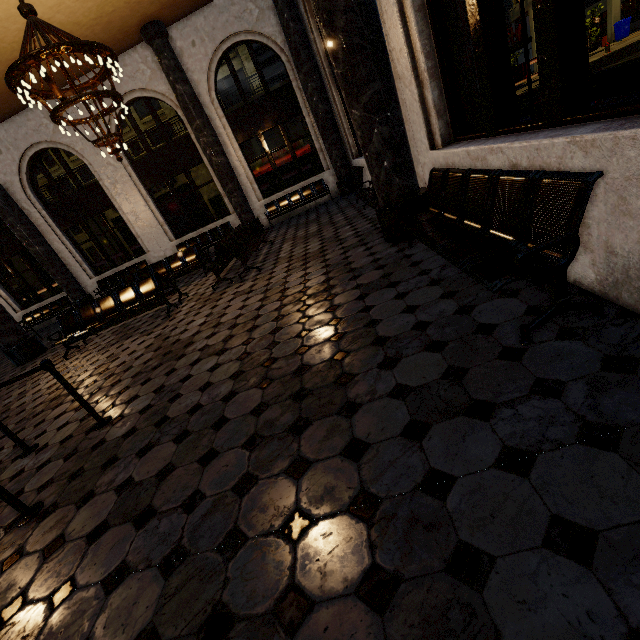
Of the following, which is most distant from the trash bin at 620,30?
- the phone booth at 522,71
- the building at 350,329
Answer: the phone booth at 522,71

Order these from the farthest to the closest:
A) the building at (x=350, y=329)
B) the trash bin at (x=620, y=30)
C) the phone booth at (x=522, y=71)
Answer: the trash bin at (x=620, y=30) < the phone booth at (x=522, y=71) < the building at (x=350, y=329)

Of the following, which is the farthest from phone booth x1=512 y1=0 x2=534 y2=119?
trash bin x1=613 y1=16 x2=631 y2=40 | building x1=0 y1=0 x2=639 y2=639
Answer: trash bin x1=613 y1=16 x2=631 y2=40

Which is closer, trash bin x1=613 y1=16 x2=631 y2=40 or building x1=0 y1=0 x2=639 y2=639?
building x1=0 y1=0 x2=639 y2=639

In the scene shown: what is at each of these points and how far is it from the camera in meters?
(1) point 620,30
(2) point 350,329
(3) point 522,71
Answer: (1) trash bin, 26.3 m
(2) building, 3.1 m
(3) phone booth, 5.5 m

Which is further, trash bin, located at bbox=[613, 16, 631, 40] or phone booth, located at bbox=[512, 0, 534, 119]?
trash bin, located at bbox=[613, 16, 631, 40]

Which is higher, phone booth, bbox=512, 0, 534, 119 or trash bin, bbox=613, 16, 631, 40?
phone booth, bbox=512, 0, 534, 119
